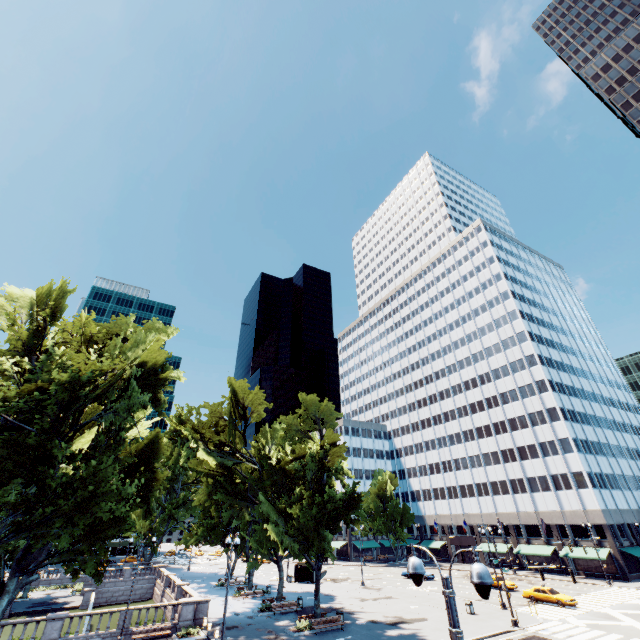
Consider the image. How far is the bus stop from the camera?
49.4 meters

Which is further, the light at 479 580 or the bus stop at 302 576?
the bus stop at 302 576

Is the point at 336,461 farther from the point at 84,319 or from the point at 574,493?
the point at 574,493

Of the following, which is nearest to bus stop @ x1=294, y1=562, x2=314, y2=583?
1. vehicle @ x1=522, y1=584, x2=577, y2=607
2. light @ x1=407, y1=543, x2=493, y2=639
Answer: vehicle @ x1=522, y1=584, x2=577, y2=607

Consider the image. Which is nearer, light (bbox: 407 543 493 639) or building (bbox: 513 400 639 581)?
light (bbox: 407 543 493 639)

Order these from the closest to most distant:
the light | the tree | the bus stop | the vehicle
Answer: the light → the tree → the vehicle → the bus stop

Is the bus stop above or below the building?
below

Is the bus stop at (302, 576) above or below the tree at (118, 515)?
below
